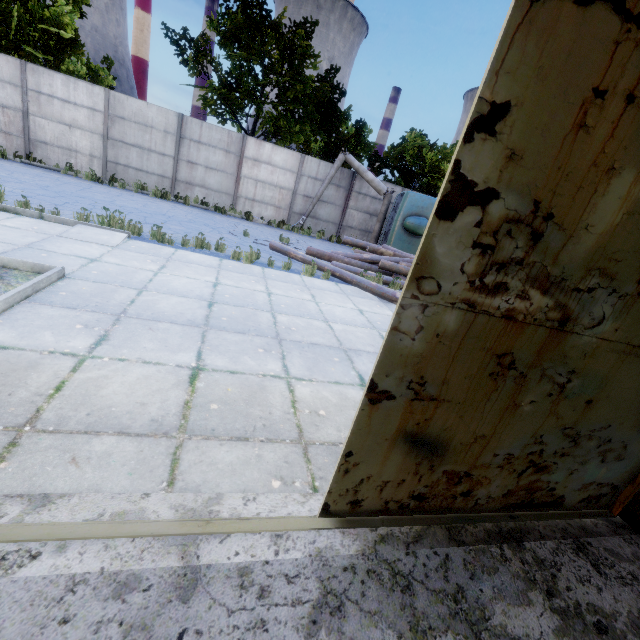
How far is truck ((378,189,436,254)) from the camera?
14.2 meters

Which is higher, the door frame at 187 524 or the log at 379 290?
the log at 379 290

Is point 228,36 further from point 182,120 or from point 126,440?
point 126,440

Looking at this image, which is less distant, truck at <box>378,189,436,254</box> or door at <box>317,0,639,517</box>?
door at <box>317,0,639,517</box>

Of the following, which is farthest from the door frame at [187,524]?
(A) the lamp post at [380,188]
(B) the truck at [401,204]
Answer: (A) the lamp post at [380,188]

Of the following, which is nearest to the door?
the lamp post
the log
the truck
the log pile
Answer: the log

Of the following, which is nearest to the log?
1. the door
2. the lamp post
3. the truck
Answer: the truck

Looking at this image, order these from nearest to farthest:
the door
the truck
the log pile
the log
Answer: the door
the log
the log pile
the truck
